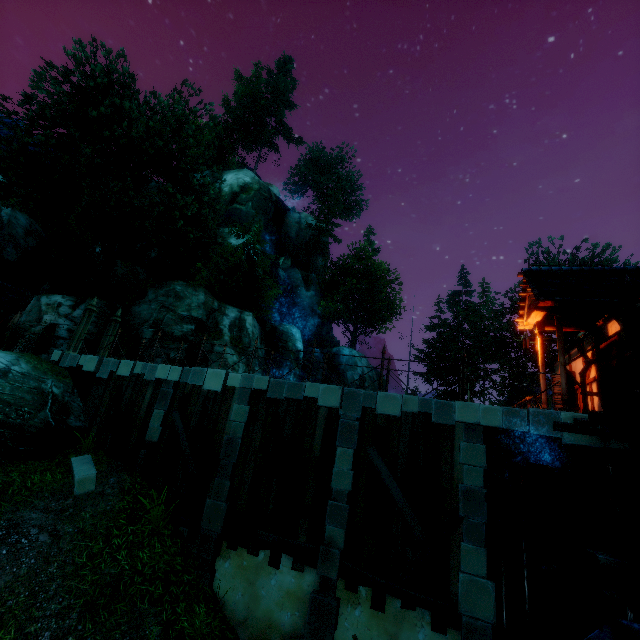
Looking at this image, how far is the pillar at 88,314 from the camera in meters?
14.0 m

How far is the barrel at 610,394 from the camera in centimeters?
685cm

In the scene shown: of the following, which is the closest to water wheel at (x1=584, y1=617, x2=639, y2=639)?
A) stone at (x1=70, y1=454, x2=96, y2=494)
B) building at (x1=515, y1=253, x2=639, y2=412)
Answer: building at (x1=515, y1=253, x2=639, y2=412)

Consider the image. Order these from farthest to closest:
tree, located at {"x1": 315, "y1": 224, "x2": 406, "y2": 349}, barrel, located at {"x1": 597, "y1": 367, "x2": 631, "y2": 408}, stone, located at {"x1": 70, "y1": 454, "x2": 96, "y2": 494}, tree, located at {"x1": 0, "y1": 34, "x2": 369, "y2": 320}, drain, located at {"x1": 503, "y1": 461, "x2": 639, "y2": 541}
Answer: tree, located at {"x1": 315, "y1": 224, "x2": 406, "y2": 349} < tree, located at {"x1": 0, "y1": 34, "x2": 369, "y2": 320} < stone, located at {"x1": 70, "y1": 454, "x2": 96, "y2": 494} < barrel, located at {"x1": 597, "y1": 367, "x2": 631, "y2": 408} < drain, located at {"x1": 503, "y1": 461, "x2": 639, "y2": 541}

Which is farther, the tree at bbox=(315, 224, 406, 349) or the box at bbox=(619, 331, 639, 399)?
the tree at bbox=(315, 224, 406, 349)

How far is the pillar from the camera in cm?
1399

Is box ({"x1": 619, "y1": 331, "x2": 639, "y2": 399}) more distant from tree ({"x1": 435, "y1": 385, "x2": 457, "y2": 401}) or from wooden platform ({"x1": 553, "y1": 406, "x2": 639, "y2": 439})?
tree ({"x1": 435, "y1": 385, "x2": 457, "y2": 401})

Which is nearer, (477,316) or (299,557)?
(299,557)
